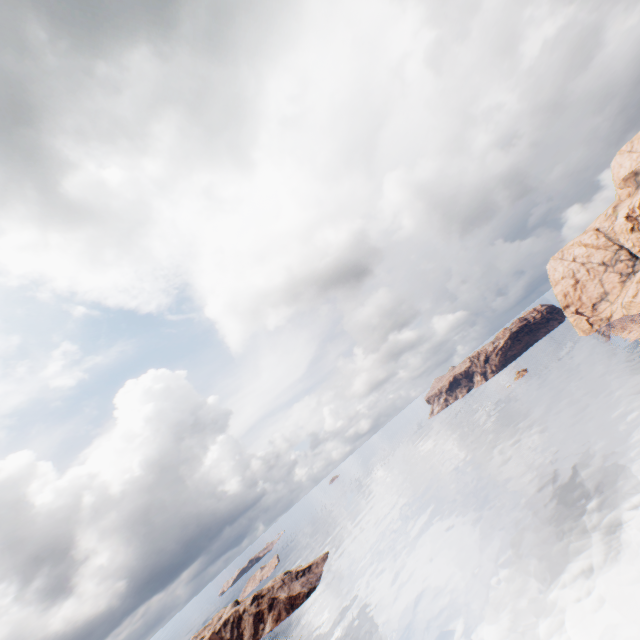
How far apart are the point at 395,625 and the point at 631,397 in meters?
58.3
